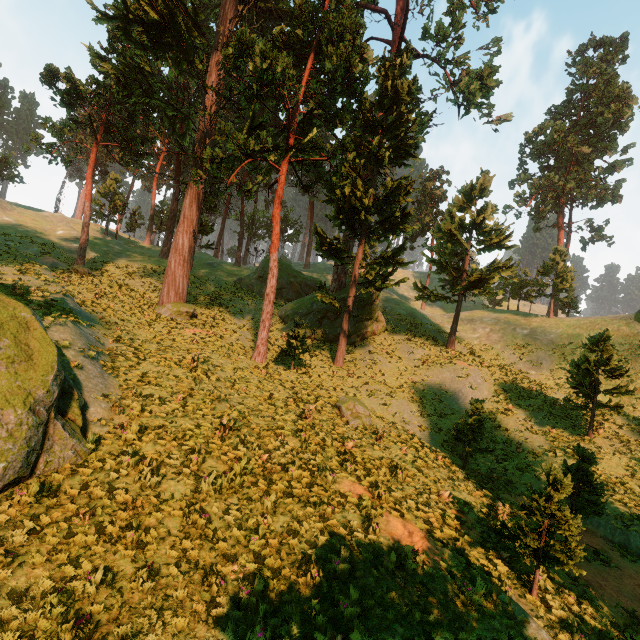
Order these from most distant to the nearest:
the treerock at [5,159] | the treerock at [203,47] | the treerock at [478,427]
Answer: the treerock at [5,159]
the treerock at [203,47]
the treerock at [478,427]

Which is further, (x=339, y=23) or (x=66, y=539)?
(x=339, y=23)

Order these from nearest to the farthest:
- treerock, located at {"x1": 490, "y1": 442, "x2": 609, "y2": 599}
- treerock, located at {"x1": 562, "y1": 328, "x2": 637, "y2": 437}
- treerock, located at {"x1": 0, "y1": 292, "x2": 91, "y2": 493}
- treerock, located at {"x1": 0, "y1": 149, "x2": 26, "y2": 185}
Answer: treerock, located at {"x1": 0, "y1": 292, "x2": 91, "y2": 493}, treerock, located at {"x1": 490, "y1": 442, "x2": 609, "y2": 599}, treerock, located at {"x1": 562, "y1": 328, "x2": 637, "y2": 437}, treerock, located at {"x1": 0, "y1": 149, "x2": 26, "y2": 185}

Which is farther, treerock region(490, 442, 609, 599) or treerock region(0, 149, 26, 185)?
treerock region(0, 149, 26, 185)

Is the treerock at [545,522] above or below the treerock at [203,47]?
below

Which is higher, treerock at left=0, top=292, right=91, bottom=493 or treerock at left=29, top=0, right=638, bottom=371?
treerock at left=29, top=0, right=638, bottom=371
